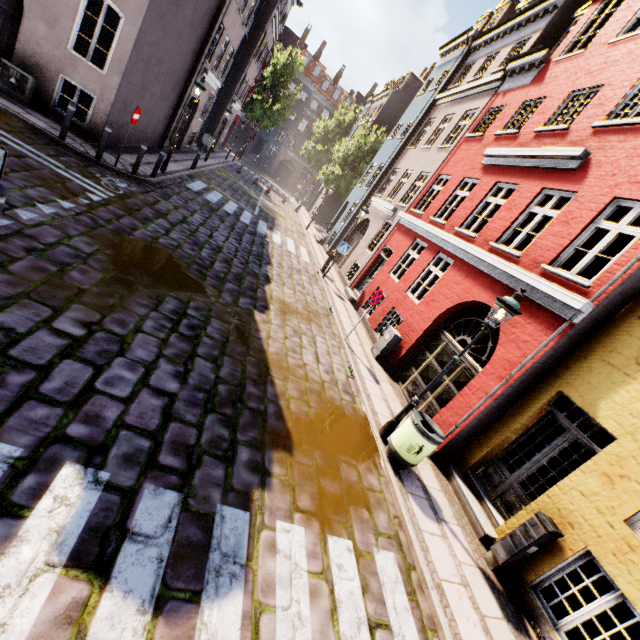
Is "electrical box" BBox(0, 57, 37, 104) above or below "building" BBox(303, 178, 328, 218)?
below

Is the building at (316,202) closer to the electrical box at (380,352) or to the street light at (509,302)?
the electrical box at (380,352)

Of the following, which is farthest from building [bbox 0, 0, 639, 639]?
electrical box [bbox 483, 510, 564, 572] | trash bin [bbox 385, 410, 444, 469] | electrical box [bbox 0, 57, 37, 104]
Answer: electrical box [bbox 0, 57, 37, 104]

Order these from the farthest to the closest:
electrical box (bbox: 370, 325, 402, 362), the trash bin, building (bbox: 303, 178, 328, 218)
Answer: building (bbox: 303, 178, 328, 218) < electrical box (bbox: 370, 325, 402, 362) < the trash bin

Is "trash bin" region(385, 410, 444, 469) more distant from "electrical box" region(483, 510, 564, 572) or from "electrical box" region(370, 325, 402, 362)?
"electrical box" region(370, 325, 402, 362)

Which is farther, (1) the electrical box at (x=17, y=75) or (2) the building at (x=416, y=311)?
(1) the electrical box at (x=17, y=75)

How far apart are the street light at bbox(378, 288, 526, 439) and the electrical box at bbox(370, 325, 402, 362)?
3.7m

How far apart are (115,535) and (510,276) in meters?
8.6 m
